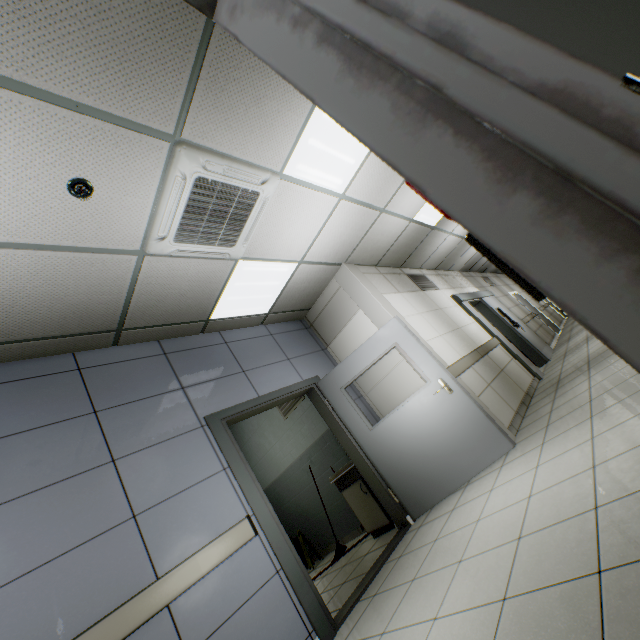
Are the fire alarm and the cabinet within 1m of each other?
no

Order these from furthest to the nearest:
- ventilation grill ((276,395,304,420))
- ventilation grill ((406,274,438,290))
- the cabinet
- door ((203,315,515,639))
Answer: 1. ventilation grill ((406,274,438,290))
2. ventilation grill ((276,395,304,420))
3. the cabinet
4. door ((203,315,515,639))

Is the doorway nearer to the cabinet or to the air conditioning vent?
the cabinet

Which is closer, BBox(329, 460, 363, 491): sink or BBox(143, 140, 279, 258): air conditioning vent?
BBox(143, 140, 279, 258): air conditioning vent

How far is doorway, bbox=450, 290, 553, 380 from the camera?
6.5m

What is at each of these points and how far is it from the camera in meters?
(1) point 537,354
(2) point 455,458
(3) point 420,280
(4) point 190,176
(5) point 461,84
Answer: (1) doorway, 7.7
(2) door, 3.7
(3) ventilation grill, 6.8
(4) air conditioning vent, 2.4
(5) door, 0.5

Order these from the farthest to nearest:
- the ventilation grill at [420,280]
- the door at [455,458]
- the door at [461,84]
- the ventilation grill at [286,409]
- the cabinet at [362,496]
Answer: the ventilation grill at [420,280]
the ventilation grill at [286,409]
the cabinet at [362,496]
the door at [455,458]
the door at [461,84]

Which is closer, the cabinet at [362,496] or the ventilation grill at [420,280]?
the cabinet at [362,496]
